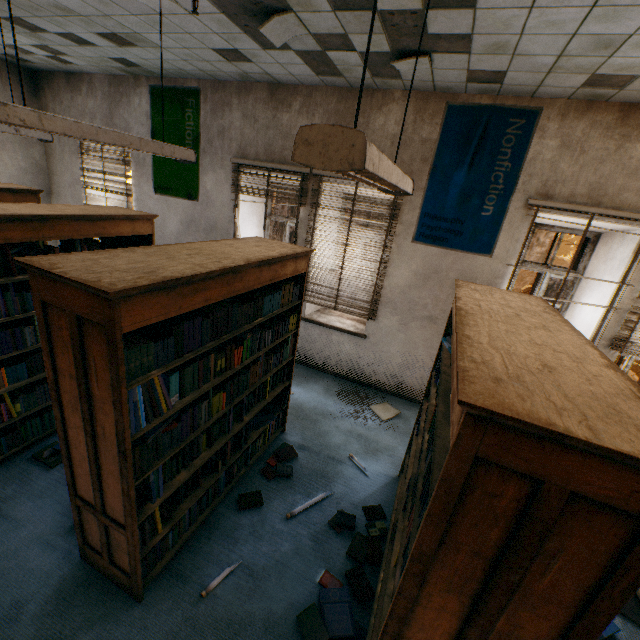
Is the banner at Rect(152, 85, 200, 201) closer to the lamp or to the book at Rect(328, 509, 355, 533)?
the lamp

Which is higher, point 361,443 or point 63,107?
point 63,107

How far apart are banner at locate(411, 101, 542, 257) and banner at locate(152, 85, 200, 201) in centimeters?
346cm

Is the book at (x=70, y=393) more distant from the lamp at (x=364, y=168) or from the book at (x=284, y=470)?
the lamp at (x=364, y=168)

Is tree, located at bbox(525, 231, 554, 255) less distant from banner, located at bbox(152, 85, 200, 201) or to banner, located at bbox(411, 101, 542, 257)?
banner, located at bbox(411, 101, 542, 257)

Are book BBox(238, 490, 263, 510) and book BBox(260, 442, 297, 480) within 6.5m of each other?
yes

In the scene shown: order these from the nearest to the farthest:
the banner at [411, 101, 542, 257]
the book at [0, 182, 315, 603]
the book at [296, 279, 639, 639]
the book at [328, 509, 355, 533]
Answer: the book at [296, 279, 639, 639] → the book at [0, 182, 315, 603] → the book at [328, 509, 355, 533] → the banner at [411, 101, 542, 257]

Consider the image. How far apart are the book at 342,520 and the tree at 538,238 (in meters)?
7.24
